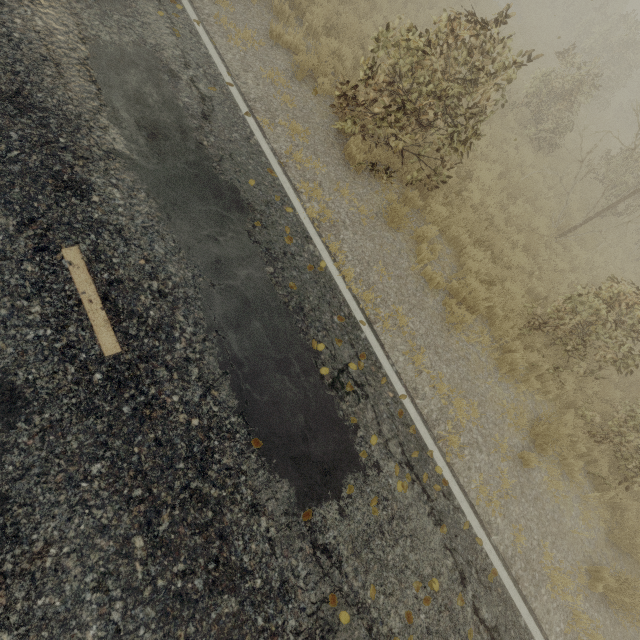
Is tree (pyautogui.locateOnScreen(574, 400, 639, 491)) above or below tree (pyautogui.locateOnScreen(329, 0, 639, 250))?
below

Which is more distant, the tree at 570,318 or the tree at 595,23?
the tree at 570,318

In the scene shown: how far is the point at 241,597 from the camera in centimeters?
347cm

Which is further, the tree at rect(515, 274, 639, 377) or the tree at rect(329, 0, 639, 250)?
the tree at rect(515, 274, 639, 377)

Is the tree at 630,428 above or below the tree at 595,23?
→ below
